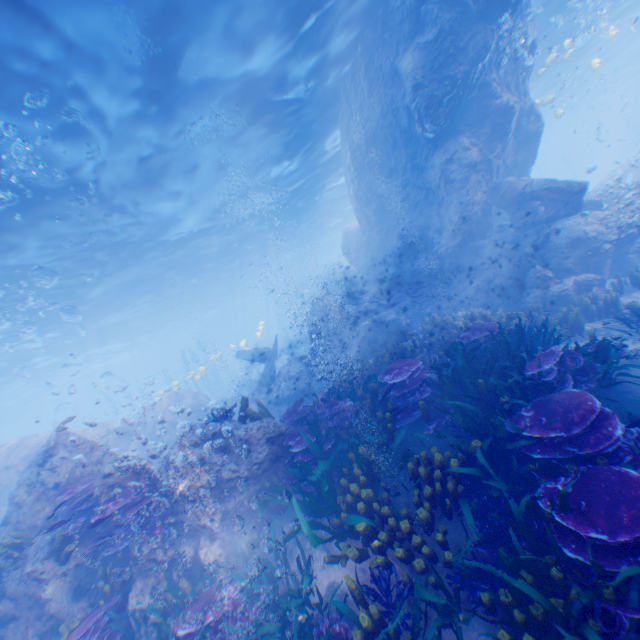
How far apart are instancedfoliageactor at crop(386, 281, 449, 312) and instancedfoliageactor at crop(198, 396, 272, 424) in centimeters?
813cm

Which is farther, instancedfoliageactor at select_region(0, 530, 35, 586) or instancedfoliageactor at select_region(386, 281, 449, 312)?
instancedfoliageactor at select_region(386, 281, 449, 312)

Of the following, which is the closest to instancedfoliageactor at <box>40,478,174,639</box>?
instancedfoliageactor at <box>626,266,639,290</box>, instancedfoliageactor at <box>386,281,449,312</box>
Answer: instancedfoliageactor at <box>386,281,449,312</box>

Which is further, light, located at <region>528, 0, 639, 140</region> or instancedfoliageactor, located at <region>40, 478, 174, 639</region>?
light, located at <region>528, 0, 639, 140</region>

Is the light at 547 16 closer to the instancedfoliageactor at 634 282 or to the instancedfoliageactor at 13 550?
the instancedfoliageactor at 13 550

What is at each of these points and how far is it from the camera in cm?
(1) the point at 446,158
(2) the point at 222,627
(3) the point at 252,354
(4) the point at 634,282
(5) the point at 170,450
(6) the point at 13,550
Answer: (1) rock, 1260
(2) instancedfoliageactor, 452
(3) plane, 2173
(4) instancedfoliageactor, 1020
(5) rock, 621
(6) instancedfoliageactor, 680

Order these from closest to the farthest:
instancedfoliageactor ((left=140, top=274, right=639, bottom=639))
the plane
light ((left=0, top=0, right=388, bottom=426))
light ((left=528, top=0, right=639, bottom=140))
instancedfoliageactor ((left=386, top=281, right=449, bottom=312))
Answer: instancedfoliageactor ((left=140, top=274, right=639, bottom=639)) → light ((left=0, top=0, right=388, bottom=426)) → instancedfoliageactor ((left=386, top=281, right=449, bottom=312)) → the plane → light ((left=528, top=0, right=639, bottom=140))

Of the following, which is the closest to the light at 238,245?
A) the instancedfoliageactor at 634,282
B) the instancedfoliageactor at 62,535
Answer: the instancedfoliageactor at 634,282
